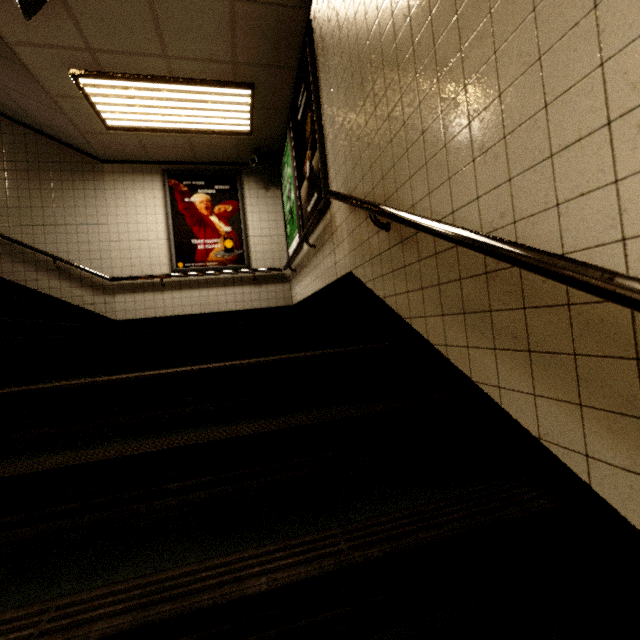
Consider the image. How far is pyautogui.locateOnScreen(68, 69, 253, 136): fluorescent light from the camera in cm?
370

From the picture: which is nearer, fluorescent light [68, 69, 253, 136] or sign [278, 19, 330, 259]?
sign [278, 19, 330, 259]

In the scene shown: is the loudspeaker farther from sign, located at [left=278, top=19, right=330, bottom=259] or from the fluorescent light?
sign, located at [left=278, top=19, right=330, bottom=259]

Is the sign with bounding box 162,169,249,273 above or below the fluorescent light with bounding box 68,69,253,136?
below

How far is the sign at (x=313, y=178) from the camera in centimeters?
305cm

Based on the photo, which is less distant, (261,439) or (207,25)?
(261,439)

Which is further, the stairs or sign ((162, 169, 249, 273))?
sign ((162, 169, 249, 273))

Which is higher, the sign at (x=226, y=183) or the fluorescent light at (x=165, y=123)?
the fluorescent light at (x=165, y=123)
